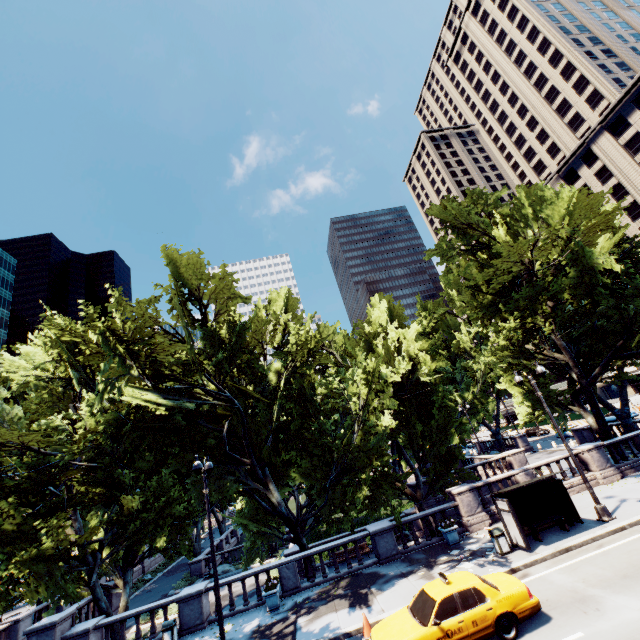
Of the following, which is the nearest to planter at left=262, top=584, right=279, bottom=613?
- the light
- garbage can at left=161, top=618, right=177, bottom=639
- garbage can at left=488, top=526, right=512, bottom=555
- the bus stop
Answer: garbage can at left=161, top=618, right=177, bottom=639

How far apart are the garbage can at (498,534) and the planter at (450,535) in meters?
2.5 m

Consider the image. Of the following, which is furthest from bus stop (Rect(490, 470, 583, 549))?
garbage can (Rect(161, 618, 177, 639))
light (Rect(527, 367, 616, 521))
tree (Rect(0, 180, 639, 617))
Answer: garbage can (Rect(161, 618, 177, 639))

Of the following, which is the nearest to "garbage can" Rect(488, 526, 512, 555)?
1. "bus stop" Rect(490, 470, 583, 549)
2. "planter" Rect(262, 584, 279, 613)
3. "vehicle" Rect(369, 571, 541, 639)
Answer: "bus stop" Rect(490, 470, 583, 549)

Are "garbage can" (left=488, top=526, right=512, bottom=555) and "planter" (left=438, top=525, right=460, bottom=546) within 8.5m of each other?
yes

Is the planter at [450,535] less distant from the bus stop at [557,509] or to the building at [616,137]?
the bus stop at [557,509]

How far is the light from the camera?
14.8 meters

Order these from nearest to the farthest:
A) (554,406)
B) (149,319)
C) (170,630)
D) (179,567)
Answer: (170,630) < (149,319) < (554,406) < (179,567)
